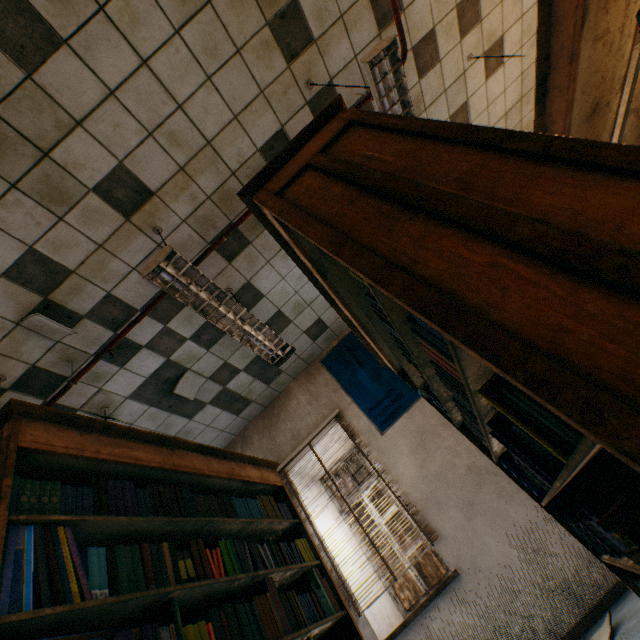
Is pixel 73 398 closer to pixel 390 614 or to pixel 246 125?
pixel 246 125

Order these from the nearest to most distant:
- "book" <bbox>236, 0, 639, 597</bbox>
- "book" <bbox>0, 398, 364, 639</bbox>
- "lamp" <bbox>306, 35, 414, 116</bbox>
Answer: "book" <bbox>236, 0, 639, 597</bbox> < "book" <bbox>0, 398, 364, 639</bbox> < "lamp" <bbox>306, 35, 414, 116</bbox>

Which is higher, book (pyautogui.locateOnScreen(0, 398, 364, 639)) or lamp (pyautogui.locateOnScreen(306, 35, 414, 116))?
lamp (pyautogui.locateOnScreen(306, 35, 414, 116))

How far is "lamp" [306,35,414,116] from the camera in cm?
213

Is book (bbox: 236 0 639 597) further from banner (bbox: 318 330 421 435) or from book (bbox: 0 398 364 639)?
banner (bbox: 318 330 421 435)

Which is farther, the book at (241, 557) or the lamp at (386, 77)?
the lamp at (386, 77)

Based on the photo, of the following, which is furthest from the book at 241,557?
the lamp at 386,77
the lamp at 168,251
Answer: the lamp at 386,77

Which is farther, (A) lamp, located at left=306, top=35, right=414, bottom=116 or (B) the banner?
(B) the banner
